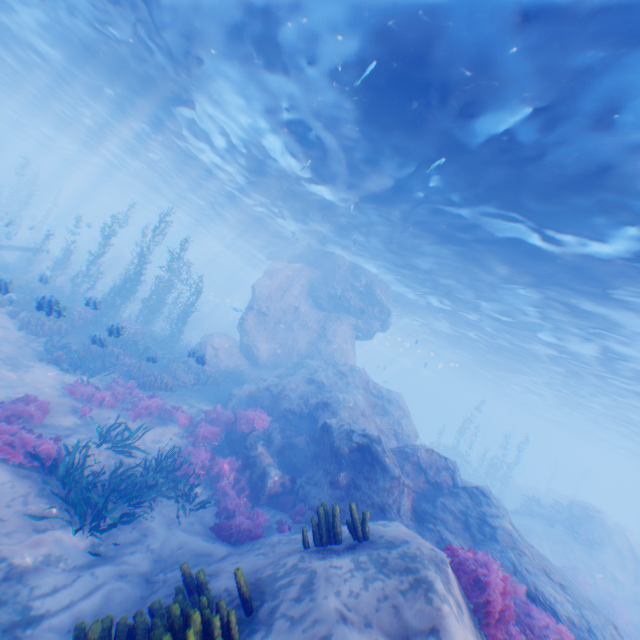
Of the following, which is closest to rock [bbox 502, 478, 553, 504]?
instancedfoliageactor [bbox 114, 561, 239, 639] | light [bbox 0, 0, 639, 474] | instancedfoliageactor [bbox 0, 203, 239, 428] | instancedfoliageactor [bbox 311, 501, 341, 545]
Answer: light [bbox 0, 0, 639, 474]

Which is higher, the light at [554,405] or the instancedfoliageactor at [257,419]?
the light at [554,405]

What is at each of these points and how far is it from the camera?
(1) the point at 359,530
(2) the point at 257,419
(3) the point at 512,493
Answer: (1) instancedfoliageactor, 5.73m
(2) instancedfoliageactor, 12.16m
(3) rock, 35.81m

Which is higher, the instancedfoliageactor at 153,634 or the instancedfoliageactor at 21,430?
the instancedfoliageactor at 153,634

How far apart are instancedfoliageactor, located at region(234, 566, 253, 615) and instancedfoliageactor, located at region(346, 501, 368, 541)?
1.2m

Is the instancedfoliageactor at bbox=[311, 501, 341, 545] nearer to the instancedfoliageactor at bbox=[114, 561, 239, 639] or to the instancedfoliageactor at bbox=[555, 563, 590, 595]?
the instancedfoliageactor at bbox=[114, 561, 239, 639]

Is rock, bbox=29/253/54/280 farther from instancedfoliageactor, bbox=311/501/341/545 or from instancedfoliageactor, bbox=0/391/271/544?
instancedfoliageactor, bbox=311/501/341/545
